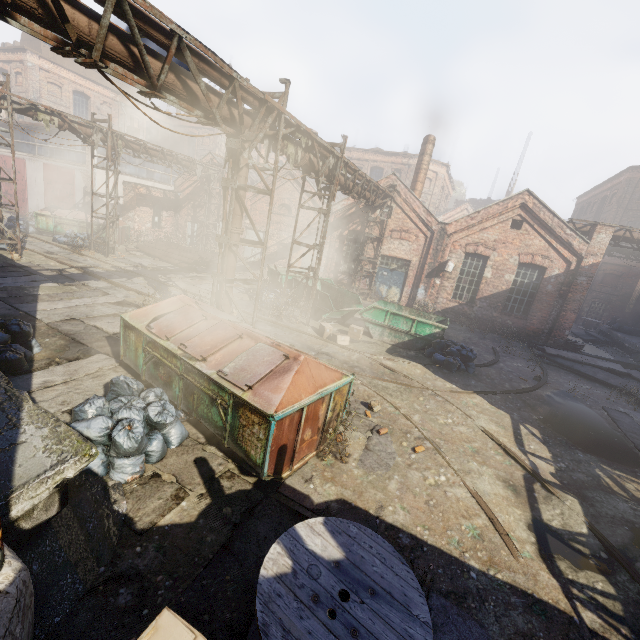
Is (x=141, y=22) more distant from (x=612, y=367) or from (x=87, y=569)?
(x=612, y=367)

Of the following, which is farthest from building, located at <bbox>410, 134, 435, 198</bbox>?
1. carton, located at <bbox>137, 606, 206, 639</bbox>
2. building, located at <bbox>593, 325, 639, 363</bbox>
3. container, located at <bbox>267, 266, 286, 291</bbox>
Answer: carton, located at <bbox>137, 606, 206, 639</bbox>

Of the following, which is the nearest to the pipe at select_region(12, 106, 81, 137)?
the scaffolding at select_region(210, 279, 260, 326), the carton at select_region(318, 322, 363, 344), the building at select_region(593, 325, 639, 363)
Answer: the scaffolding at select_region(210, 279, 260, 326)

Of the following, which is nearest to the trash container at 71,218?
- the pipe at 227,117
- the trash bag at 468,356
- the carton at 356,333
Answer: the pipe at 227,117

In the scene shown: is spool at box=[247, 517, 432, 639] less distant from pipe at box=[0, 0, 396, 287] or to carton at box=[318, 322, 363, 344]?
pipe at box=[0, 0, 396, 287]

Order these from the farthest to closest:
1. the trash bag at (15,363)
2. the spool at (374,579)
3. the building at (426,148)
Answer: the building at (426,148) < the trash bag at (15,363) < the spool at (374,579)

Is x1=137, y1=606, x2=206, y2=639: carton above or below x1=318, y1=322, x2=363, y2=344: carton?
above

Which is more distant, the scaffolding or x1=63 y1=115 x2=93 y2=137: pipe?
x1=63 y1=115 x2=93 y2=137: pipe
